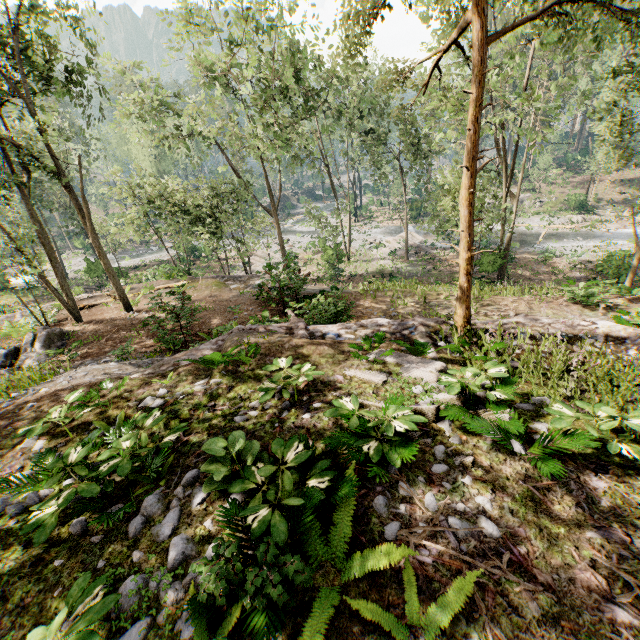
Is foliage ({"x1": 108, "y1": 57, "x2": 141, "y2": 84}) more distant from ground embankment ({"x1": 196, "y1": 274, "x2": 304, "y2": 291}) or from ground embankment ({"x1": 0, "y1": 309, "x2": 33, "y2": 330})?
ground embankment ({"x1": 196, "y1": 274, "x2": 304, "y2": 291})

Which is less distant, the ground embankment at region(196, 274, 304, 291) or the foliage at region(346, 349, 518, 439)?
the foliage at region(346, 349, 518, 439)

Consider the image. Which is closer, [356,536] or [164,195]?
[356,536]

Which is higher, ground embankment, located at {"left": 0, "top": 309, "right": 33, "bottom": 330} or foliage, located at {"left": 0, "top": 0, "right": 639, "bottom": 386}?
foliage, located at {"left": 0, "top": 0, "right": 639, "bottom": 386}

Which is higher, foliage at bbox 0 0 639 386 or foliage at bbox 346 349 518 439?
foliage at bbox 0 0 639 386

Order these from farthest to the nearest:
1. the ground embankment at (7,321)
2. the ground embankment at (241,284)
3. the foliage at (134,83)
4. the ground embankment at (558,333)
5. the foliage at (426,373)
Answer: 1. the foliage at (134,83)
2. the ground embankment at (7,321)
3. the ground embankment at (241,284)
4. the ground embankment at (558,333)
5. the foliage at (426,373)

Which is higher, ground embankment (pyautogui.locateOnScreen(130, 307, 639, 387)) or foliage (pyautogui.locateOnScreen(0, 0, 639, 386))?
foliage (pyautogui.locateOnScreen(0, 0, 639, 386))

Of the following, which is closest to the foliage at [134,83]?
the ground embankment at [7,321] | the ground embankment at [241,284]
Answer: the ground embankment at [7,321]
